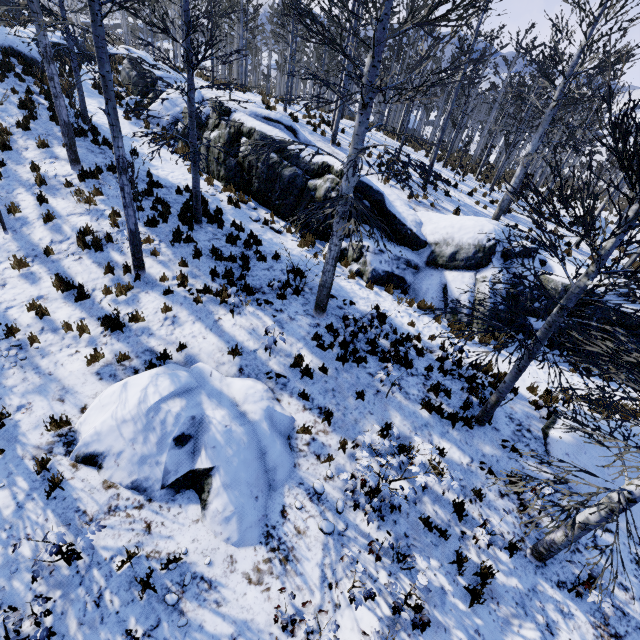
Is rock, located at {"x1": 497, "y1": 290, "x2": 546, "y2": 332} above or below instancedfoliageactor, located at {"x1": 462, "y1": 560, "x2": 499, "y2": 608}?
above

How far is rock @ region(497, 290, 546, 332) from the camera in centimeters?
1114cm

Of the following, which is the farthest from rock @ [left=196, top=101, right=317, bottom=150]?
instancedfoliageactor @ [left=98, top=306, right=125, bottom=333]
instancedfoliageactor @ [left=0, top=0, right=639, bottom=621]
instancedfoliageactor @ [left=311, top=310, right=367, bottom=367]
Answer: instancedfoliageactor @ [left=98, top=306, right=125, bottom=333]

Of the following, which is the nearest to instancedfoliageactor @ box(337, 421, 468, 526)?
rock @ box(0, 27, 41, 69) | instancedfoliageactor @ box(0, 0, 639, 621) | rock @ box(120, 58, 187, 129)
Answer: rock @ box(120, 58, 187, 129)

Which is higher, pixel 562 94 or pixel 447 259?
pixel 562 94

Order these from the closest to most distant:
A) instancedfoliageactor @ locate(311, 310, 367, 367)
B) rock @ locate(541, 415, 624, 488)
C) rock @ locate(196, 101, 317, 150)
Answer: rock @ locate(541, 415, 624, 488) < instancedfoliageactor @ locate(311, 310, 367, 367) < rock @ locate(196, 101, 317, 150)

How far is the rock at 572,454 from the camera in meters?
6.6
